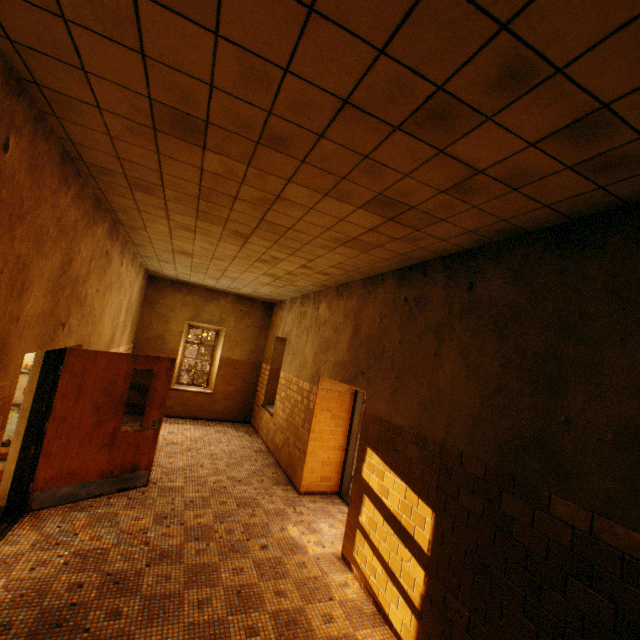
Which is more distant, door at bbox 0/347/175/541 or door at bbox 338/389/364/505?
Answer: door at bbox 338/389/364/505

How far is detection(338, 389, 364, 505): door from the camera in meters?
6.2

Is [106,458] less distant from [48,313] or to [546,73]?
[48,313]

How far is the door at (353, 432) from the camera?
6.2 meters

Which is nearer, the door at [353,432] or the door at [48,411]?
the door at [48,411]
